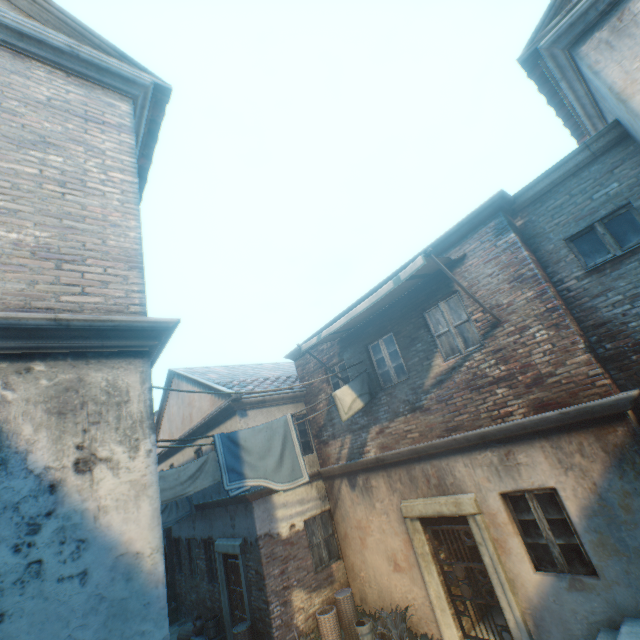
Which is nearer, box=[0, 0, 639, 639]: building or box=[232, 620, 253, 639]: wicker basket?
box=[0, 0, 639, 639]: building

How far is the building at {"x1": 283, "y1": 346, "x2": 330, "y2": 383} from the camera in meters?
10.6 m

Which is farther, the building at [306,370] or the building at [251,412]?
the building at [306,370]

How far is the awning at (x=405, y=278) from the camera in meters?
6.0

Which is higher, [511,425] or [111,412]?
[111,412]

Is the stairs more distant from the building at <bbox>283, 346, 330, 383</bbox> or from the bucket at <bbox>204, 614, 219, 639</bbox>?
the bucket at <bbox>204, 614, 219, 639</bbox>

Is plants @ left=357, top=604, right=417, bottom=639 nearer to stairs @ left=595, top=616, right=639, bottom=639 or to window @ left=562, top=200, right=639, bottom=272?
stairs @ left=595, top=616, right=639, bottom=639

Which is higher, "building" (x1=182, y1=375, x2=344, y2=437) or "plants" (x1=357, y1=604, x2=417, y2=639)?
"building" (x1=182, y1=375, x2=344, y2=437)
